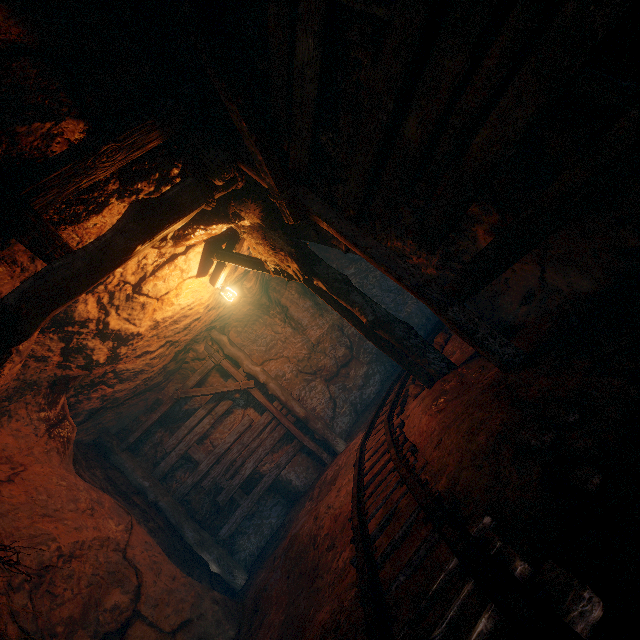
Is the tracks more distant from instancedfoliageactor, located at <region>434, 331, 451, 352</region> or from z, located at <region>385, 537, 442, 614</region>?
instancedfoliageactor, located at <region>434, 331, 451, 352</region>

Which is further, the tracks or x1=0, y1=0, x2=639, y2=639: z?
x1=0, y1=0, x2=639, y2=639: z

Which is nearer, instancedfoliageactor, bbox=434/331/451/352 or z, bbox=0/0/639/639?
z, bbox=0/0/639/639

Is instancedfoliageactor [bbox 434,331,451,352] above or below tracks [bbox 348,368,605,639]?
above

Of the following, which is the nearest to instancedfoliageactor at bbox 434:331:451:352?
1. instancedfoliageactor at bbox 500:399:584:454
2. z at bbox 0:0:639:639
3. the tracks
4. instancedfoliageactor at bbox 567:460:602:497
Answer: z at bbox 0:0:639:639

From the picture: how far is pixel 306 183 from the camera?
3.4m

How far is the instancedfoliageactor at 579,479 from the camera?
1.51m

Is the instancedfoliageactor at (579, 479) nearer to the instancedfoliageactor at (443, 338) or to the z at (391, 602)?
the z at (391, 602)
